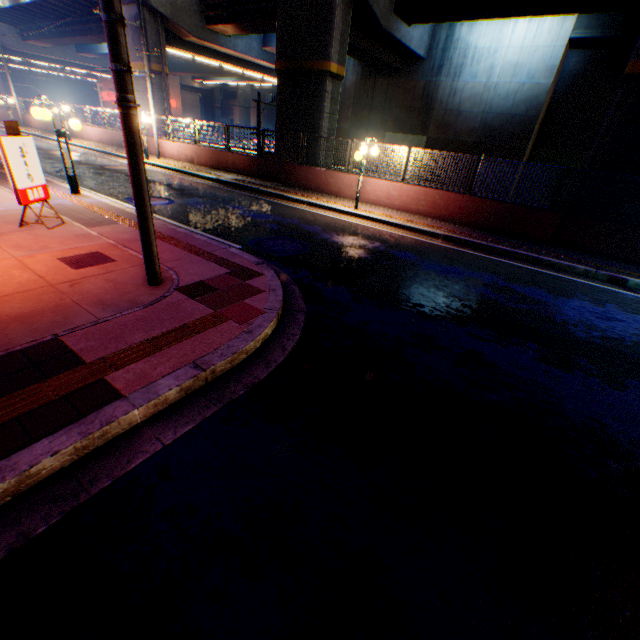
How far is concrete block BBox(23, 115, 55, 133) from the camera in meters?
27.3 m

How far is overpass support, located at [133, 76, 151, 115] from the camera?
21.2m

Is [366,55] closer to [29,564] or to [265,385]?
[265,385]

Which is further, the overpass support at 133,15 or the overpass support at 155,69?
the overpass support at 155,69

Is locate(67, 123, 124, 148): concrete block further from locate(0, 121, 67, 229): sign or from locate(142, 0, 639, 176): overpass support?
locate(0, 121, 67, 229): sign

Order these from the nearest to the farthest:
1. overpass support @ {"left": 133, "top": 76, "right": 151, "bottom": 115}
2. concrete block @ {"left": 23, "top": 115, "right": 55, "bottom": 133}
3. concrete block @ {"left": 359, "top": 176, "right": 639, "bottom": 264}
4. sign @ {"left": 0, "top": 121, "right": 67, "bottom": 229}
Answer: sign @ {"left": 0, "top": 121, "right": 67, "bottom": 229}
concrete block @ {"left": 359, "top": 176, "right": 639, "bottom": 264}
overpass support @ {"left": 133, "top": 76, "right": 151, "bottom": 115}
concrete block @ {"left": 23, "top": 115, "right": 55, "bottom": 133}

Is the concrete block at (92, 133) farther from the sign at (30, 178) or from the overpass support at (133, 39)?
the sign at (30, 178)
